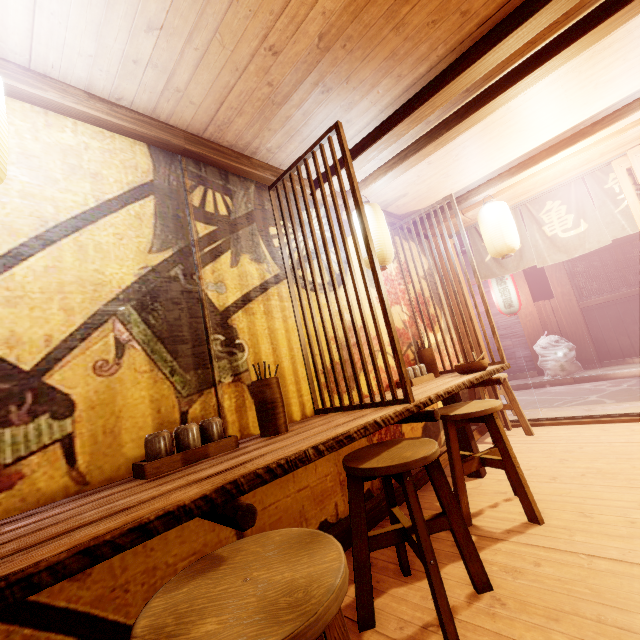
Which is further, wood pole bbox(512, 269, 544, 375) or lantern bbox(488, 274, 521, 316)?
wood pole bbox(512, 269, 544, 375)

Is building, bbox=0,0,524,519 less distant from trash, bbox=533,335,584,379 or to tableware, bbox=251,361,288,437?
tableware, bbox=251,361,288,437

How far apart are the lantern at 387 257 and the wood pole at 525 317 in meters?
13.0 m

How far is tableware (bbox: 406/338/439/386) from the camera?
5.6 meters

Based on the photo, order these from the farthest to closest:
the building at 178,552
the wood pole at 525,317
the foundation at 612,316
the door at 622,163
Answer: the wood pole at 525,317 → the foundation at 612,316 → the door at 622,163 → the building at 178,552

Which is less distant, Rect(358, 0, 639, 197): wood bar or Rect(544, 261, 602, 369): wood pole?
Rect(358, 0, 639, 197): wood bar

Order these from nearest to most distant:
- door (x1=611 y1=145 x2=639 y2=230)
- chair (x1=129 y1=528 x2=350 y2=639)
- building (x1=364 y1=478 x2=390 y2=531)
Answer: chair (x1=129 y1=528 x2=350 y2=639) < building (x1=364 y1=478 x2=390 y2=531) < door (x1=611 y1=145 x2=639 y2=230)

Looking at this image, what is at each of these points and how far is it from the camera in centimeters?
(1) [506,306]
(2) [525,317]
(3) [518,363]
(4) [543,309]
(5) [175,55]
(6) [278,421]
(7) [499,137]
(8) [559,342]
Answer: (1) lantern, 1434cm
(2) wood pole, 1549cm
(3) house, 1580cm
(4) stick, 1502cm
(5) building, 312cm
(6) tableware, 330cm
(7) building, 550cm
(8) trash, 1383cm
